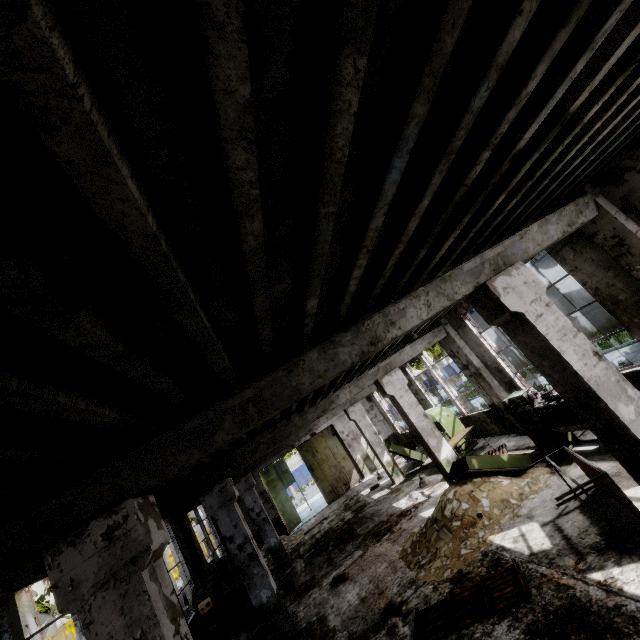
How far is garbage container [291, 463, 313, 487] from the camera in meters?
37.7

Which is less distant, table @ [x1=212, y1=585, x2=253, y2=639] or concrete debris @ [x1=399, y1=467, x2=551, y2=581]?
concrete debris @ [x1=399, y1=467, x2=551, y2=581]

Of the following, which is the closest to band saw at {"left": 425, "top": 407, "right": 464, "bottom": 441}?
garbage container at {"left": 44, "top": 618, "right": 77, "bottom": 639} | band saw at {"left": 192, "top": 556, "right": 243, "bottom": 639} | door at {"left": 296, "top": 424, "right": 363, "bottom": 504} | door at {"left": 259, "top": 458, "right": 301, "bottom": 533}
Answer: band saw at {"left": 192, "top": 556, "right": 243, "bottom": 639}

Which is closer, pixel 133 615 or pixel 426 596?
pixel 133 615

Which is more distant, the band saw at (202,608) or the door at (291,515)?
the door at (291,515)

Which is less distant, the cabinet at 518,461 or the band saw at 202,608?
the cabinet at 518,461

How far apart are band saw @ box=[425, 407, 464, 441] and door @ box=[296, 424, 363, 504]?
8.6 meters

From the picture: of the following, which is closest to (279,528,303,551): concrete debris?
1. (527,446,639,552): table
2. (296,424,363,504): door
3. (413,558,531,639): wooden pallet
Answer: (296,424,363,504): door
